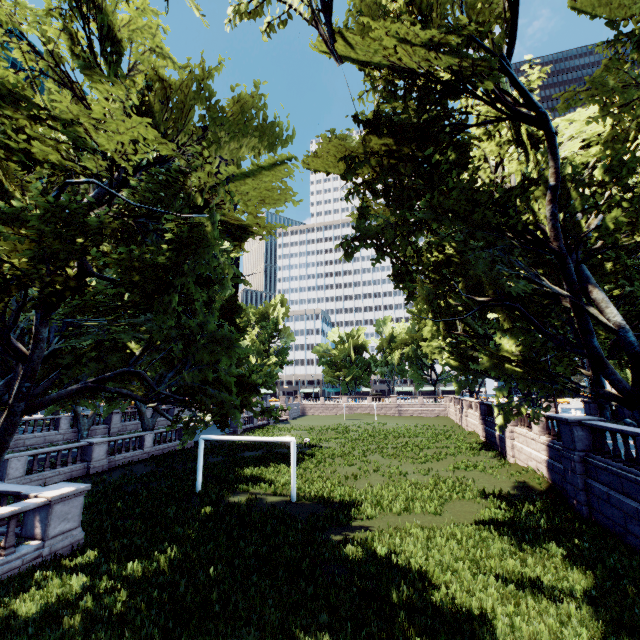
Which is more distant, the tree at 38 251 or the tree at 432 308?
the tree at 432 308

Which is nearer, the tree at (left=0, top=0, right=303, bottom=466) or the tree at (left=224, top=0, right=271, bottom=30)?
the tree at (left=0, top=0, right=303, bottom=466)

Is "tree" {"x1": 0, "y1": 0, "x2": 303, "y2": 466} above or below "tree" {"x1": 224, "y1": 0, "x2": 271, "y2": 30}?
below

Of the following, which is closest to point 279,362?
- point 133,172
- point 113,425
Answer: point 133,172
